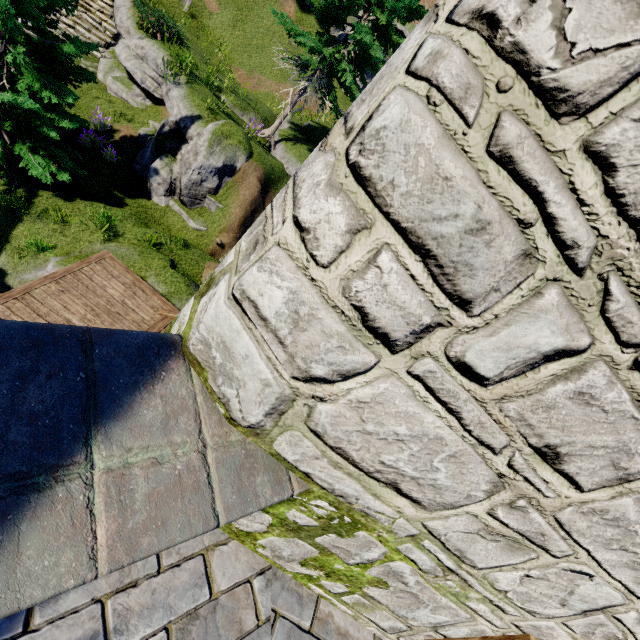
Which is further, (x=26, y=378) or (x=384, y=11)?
(x=384, y=11)

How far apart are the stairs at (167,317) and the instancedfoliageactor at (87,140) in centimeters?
751cm

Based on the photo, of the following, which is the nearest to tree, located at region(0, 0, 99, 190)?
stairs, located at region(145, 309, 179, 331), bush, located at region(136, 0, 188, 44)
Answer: bush, located at region(136, 0, 188, 44)

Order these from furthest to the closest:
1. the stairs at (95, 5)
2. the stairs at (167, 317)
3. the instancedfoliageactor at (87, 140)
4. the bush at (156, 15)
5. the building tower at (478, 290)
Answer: the stairs at (95, 5), the bush at (156, 15), the instancedfoliageactor at (87, 140), the stairs at (167, 317), the building tower at (478, 290)

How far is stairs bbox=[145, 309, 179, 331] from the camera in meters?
7.3

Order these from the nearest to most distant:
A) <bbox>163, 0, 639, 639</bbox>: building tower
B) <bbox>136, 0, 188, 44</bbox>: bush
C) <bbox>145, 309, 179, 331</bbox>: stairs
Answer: <bbox>163, 0, 639, 639</bbox>: building tower < <bbox>145, 309, 179, 331</bbox>: stairs < <bbox>136, 0, 188, 44</bbox>: bush

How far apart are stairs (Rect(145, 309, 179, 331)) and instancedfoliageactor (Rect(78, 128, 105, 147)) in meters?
7.5 m

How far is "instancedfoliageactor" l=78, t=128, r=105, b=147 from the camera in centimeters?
1066cm
